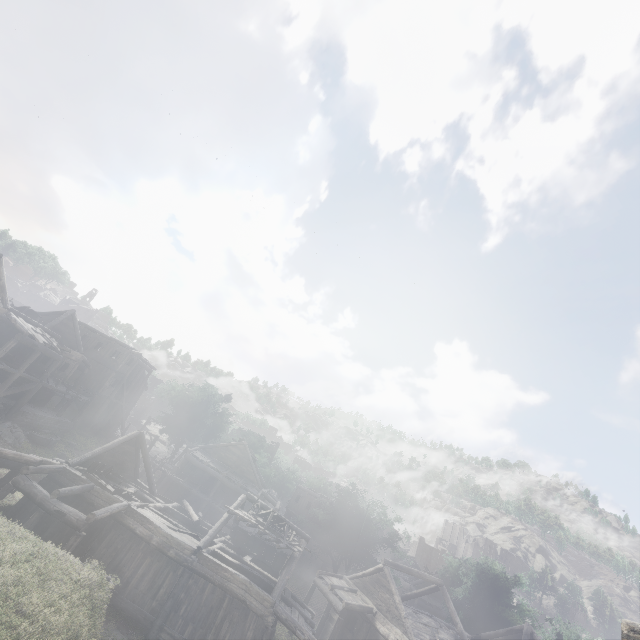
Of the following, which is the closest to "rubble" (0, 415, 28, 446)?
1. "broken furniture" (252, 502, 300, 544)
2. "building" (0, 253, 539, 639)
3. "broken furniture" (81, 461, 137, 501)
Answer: "building" (0, 253, 539, 639)

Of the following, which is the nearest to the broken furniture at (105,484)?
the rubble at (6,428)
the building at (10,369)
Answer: the building at (10,369)

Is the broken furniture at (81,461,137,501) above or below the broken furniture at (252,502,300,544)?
below

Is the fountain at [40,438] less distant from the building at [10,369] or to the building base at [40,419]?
the building base at [40,419]

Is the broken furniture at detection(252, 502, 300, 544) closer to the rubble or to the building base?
the rubble

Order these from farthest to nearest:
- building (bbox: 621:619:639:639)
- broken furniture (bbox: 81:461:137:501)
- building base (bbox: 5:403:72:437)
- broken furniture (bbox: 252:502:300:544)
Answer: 1. building base (bbox: 5:403:72:437)
2. broken furniture (bbox: 252:502:300:544)
3. broken furniture (bbox: 81:461:137:501)
4. building (bbox: 621:619:639:639)

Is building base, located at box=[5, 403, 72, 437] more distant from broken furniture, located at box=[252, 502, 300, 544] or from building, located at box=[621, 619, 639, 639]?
broken furniture, located at box=[252, 502, 300, 544]

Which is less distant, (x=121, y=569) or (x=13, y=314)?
(x=121, y=569)
